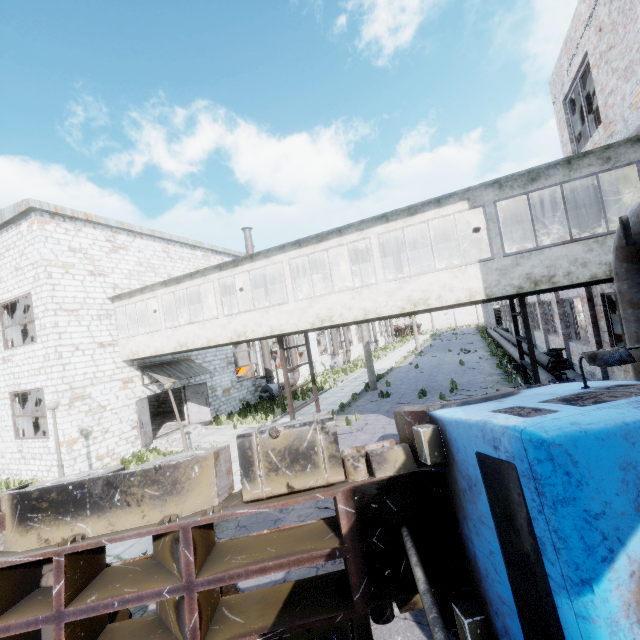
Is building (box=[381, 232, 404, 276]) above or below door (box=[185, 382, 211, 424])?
above

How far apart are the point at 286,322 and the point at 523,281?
7.2 meters

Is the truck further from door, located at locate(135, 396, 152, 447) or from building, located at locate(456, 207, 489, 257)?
door, located at locate(135, 396, 152, 447)

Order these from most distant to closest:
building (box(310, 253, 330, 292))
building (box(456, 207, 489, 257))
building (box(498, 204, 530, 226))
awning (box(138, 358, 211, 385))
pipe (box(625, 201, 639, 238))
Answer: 1. awning (box(138, 358, 211, 385))
2. building (box(310, 253, 330, 292))
3. building (box(456, 207, 489, 257))
4. building (box(498, 204, 530, 226))
5. pipe (box(625, 201, 639, 238))

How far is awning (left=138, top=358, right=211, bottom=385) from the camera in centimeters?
1554cm

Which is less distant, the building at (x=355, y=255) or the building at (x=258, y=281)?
the building at (x=355, y=255)

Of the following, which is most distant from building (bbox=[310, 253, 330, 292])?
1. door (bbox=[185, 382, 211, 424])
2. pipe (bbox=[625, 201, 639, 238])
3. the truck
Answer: the truck

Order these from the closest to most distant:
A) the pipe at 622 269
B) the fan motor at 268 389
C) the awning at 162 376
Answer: the pipe at 622 269
the awning at 162 376
the fan motor at 268 389
